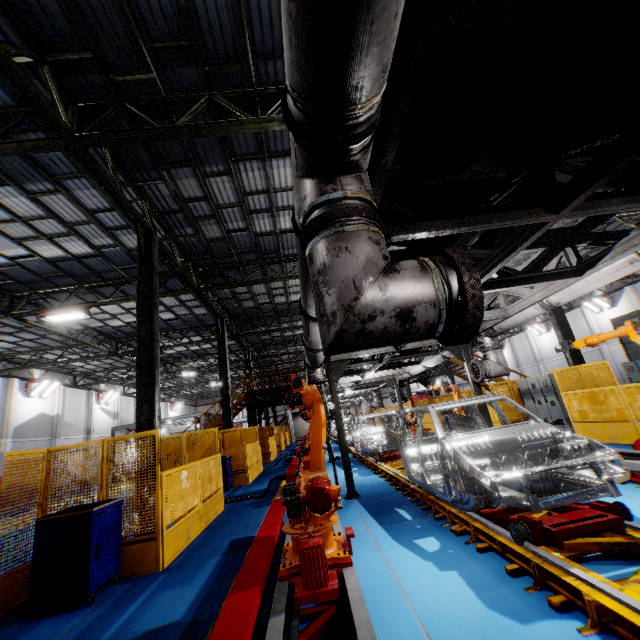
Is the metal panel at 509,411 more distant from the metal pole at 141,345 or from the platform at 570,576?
the platform at 570,576

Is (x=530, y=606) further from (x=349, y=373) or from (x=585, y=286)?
(x=349, y=373)

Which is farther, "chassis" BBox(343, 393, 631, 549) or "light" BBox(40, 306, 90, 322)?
"light" BBox(40, 306, 90, 322)

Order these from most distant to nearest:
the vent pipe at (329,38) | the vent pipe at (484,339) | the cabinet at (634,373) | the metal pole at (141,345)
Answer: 1. the cabinet at (634,373)
2. the vent pipe at (484,339)
3. the metal pole at (141,345)
4. the vent pipe at (329,38)

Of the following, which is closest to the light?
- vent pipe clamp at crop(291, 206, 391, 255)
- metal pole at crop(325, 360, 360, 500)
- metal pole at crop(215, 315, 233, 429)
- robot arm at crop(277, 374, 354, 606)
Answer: metal pole at crop(215, 315, 233, 429)

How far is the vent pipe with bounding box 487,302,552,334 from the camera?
6.46m

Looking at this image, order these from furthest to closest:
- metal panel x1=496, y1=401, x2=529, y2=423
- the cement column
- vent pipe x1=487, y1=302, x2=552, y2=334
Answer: the cement column, metal panel x1=496, y1=401, x2=529, y2=423, vent pipe x1=487, y1=302, x2=552, y2=334

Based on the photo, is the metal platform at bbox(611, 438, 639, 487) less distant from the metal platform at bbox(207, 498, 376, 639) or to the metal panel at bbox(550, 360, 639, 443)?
the metal panel at bbox(550, 360, 639, 443)
